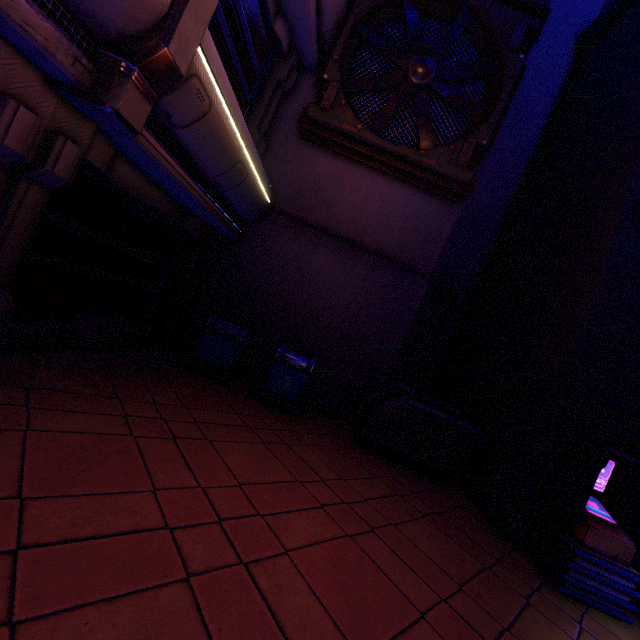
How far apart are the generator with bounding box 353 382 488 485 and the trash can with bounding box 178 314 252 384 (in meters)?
2.63

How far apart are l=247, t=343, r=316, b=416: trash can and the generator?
1.1m

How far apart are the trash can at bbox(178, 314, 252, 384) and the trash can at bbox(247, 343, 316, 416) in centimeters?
50cm

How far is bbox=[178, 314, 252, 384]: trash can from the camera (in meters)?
6.54

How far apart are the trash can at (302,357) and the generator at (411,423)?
1.1 meters

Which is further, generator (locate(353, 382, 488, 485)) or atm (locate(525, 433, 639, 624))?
generator (locate(353, 382, 488, 485))

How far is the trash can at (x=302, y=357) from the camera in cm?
648

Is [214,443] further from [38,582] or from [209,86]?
[209,86]
